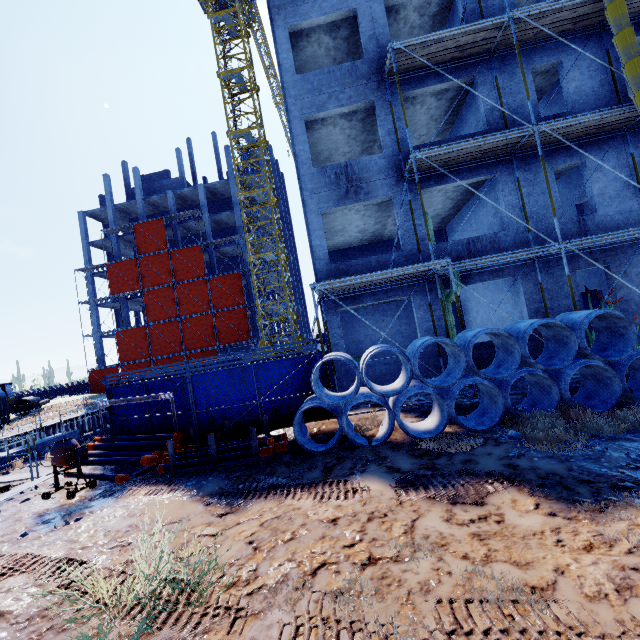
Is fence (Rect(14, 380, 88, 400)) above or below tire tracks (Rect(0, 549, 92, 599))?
above

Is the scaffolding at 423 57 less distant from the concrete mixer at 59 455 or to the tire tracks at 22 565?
the tire tracks at 22 565

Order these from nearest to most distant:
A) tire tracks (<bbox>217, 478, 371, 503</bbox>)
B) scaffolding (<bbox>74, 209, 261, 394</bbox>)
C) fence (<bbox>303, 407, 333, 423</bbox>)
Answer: tire tracks (<bbox>217, 478, 371, 503</bbox>), fence (<bbox>303, 407, 333, 423</bbox>), scaffolding (<bbox>74, 209, 261, 394</bbox>)

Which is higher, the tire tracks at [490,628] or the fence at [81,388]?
the fence at [81,388]

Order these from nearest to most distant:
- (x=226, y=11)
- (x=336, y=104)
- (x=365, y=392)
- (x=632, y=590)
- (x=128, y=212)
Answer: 1. (x=632, y=590)
2. (x=365, y=392)
3. (x=336, y=104)
4. (x=226, y=11)
5. (x=128, y=212)

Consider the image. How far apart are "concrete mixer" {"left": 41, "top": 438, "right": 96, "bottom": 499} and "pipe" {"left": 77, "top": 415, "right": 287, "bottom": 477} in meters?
0.2

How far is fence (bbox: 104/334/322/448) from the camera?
9.4 meters

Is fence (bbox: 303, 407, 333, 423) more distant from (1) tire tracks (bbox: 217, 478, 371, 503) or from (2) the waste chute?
(2) the waste chute
